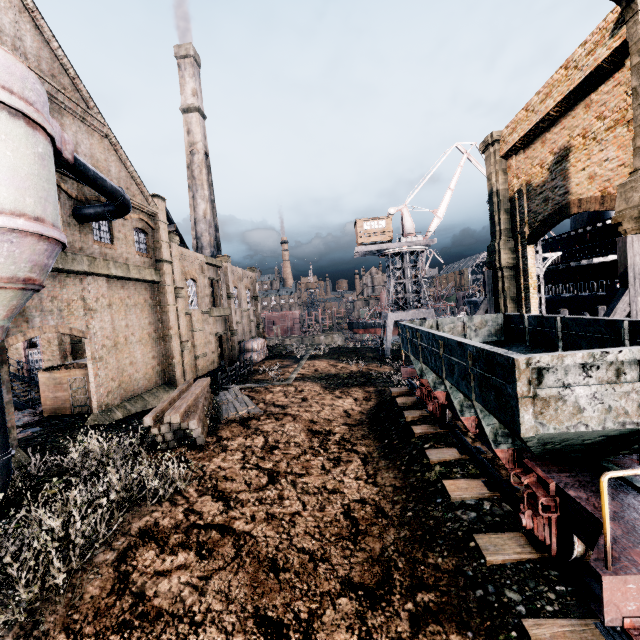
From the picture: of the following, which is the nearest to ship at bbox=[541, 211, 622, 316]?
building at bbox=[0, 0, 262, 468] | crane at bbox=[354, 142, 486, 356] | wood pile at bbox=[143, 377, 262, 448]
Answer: crane at bbox=[354, 142, 486, 356]

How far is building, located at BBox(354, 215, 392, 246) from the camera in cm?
4212

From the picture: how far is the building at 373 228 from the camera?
42.1 meters

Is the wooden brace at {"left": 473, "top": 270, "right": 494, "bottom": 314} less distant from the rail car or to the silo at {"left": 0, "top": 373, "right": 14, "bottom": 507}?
the rail car

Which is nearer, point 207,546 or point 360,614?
point 360,614

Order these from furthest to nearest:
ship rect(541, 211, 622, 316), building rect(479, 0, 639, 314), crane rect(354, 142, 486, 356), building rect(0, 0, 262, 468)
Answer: crane rect(354, 142, 486, 356) → ship rect(541, 211, 622, 316) → building rect(0, 0, 262, 468) → building rect(479, 0, 639, 314)

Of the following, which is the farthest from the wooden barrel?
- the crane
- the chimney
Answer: the crane

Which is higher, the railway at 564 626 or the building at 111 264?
the building at 111 264
